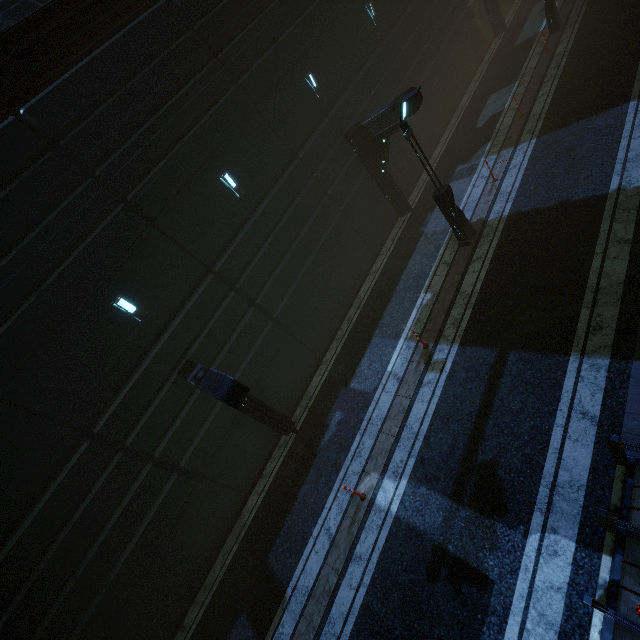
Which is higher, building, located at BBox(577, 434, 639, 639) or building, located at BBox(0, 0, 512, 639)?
building, located at BBox(0, 0, 512, 639)

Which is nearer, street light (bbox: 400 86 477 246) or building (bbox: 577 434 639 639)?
building (bbox: 577 434 639 639)

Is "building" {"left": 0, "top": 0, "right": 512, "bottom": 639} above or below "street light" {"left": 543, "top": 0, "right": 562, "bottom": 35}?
above

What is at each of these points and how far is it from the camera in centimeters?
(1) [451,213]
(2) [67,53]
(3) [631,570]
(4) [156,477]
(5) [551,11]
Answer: (1) street light, 1134cm
(2) building, 895cm
(3) building, 495cm
(4) building, 995cm
(5) street light, 1681cm

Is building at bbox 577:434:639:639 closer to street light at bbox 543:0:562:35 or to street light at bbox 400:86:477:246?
street light at bbox 400:86:477:246

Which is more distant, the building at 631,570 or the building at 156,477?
the building at 156,477

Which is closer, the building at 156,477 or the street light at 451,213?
the building at 156,477
